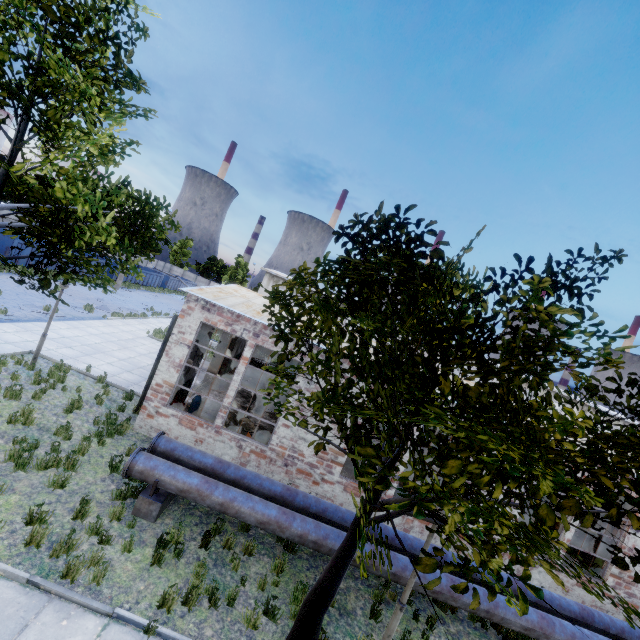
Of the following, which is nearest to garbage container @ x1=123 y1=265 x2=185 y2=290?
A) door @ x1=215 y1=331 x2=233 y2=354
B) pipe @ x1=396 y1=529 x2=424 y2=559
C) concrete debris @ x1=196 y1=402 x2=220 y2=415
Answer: door @ x1=215 y1=331 x2=233 y2=354

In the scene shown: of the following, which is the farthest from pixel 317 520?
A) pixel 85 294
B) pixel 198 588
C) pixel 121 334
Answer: pixel 85 294

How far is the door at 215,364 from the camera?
17.2m

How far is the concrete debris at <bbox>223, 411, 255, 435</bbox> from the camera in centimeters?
1289cm

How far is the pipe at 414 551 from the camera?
8.6m

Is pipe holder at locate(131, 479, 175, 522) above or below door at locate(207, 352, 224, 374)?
below

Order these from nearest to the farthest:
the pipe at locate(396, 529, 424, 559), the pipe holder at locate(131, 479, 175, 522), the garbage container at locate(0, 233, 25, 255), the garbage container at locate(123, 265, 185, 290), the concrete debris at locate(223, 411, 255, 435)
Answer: the pipe holder at locate(131, 479, 175, 522), the pipe at locate(396, 529, 424, 559), the concrete debris at locate(223, 411, 255, 435), the garbage container at locate(0, 233, 25, 255), the garbage container at locate(123, 265, 185, 290)

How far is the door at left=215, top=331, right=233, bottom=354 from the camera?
17.17m
